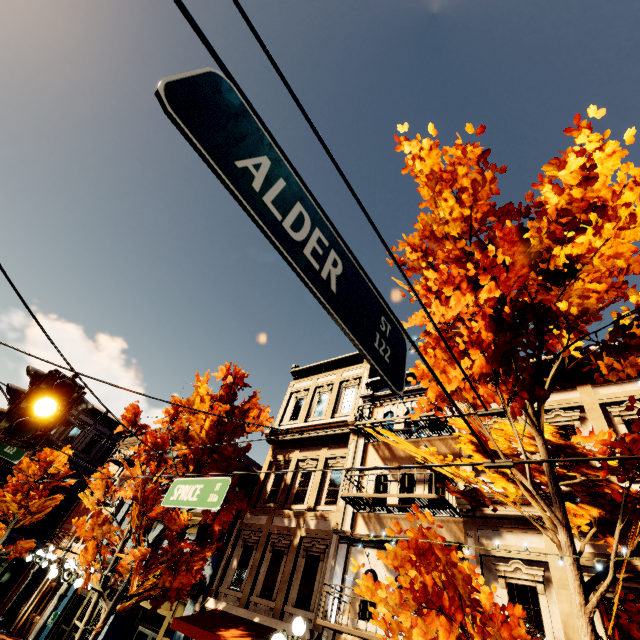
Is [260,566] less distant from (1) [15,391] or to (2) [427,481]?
(2) [427,481]

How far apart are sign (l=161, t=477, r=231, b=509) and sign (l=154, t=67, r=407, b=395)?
4.2m

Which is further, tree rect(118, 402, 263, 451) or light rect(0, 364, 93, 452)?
tree rect(118, 402, 263, 451)

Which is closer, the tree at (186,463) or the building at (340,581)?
the building at (340,581)

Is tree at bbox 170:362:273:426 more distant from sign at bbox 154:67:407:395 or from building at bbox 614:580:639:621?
sign at bbox 154:67:407:395

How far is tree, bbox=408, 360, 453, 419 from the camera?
5.9m

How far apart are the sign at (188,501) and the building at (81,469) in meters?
28.5

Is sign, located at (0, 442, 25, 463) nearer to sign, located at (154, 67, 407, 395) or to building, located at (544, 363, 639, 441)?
building, located at (544, 363, 639, 441)
